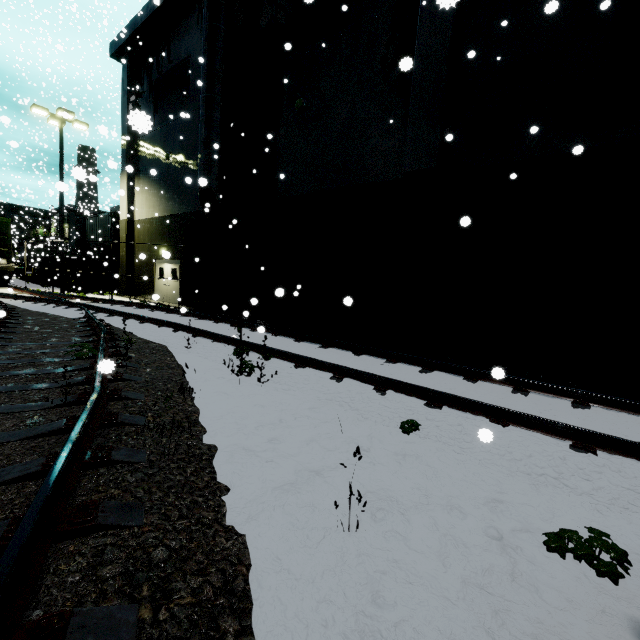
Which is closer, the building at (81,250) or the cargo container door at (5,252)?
the cargo container door at (5,252)

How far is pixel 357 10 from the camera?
10.2 meters

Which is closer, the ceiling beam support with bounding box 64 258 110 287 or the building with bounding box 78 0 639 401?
the building with bounding box 78 0 639 401

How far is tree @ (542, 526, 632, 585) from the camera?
2.0 meters

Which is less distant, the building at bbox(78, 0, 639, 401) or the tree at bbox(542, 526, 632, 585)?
the tree at bbox(542, 526, 632, 585)

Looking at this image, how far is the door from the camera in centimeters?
1797cm

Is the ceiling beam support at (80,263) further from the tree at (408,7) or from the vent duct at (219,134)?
the tree at (408,7)

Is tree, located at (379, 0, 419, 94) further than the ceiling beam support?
No
